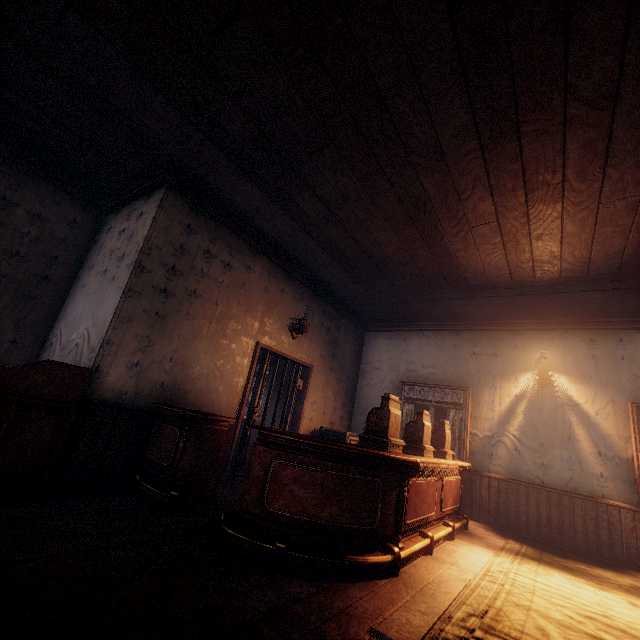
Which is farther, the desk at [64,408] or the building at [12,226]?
the desk at [64,408]

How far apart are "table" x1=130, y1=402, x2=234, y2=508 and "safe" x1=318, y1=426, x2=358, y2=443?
2.8m

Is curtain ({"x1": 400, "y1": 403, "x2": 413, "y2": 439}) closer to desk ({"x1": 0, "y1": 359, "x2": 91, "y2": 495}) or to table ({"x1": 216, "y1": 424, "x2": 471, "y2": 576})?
table ({"x1": 216, "y1": 424, "x2": 471, "y2": 576})

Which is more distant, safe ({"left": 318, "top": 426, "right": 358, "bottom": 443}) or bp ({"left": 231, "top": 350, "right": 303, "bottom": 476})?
safe ({"left": 318, "top": 426, "right": 358, "bottom": 443})

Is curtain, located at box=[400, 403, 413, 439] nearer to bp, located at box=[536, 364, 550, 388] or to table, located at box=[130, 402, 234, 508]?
bp, located at box=[536, 364, 550, 388]

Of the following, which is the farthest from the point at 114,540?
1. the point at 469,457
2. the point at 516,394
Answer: the point at 516,394

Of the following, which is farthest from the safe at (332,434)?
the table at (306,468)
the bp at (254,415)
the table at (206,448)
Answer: the table at (206,448)

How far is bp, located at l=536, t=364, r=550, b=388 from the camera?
5.96m
